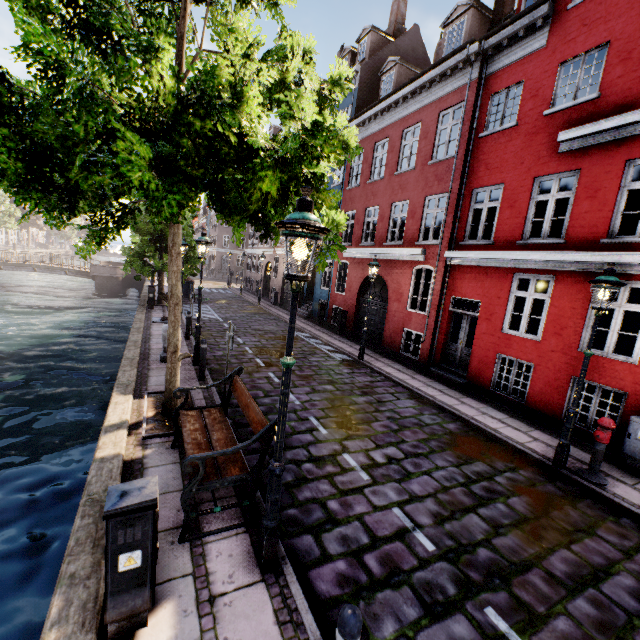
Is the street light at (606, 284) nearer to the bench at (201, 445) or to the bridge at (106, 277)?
the bench at (201, 445)

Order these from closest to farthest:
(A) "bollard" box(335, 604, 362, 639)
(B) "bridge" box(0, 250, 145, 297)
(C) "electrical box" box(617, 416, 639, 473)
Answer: (A) "bollard" box(335, 604, 362, 639), (C) "electrical box" box(617, 416, 639, 473), (B) "bridge" box(0, 250, 145, 297)

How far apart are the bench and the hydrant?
5.9 meters

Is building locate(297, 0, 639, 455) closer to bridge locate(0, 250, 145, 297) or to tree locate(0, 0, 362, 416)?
tree locate(0, 0, 362, 416)

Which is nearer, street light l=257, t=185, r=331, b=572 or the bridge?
street light l=257, t=185, r=331, b=572

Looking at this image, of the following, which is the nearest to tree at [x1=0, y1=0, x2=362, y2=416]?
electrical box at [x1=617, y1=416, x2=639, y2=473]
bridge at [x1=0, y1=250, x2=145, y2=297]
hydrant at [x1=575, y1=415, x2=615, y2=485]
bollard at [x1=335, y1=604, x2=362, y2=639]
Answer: bridge at [x1=0, y1=250, x2=145, y2=297]

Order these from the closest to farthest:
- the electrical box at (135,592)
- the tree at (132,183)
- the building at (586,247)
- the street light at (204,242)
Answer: the electrical box at (135,592) < the tree at (132,183) < the building at (586,247) < the street light at (204,242)

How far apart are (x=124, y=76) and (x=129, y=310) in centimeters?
2951cm
